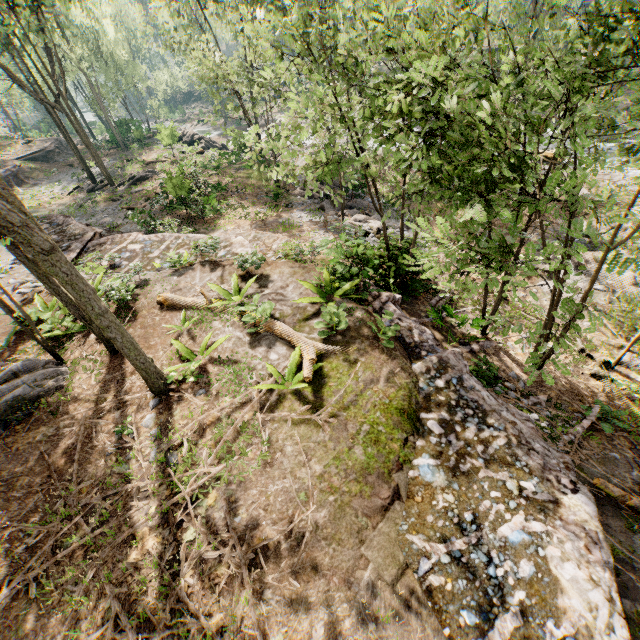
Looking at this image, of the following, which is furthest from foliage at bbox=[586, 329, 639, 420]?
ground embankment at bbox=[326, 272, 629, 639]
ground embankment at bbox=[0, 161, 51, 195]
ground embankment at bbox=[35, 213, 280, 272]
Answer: ground embankment at bbox=[0, 161, 51, 195]

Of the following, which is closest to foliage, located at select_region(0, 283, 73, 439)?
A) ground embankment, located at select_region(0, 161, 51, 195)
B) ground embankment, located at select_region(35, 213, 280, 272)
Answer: ground embankment, located at select_region(35, 213, 280, 272)

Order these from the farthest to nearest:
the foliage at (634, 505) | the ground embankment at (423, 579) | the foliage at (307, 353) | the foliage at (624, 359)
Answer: the foliage at (624, 359)
the foliage at (307, 353)
the foliage at (634, 505)
the ground embankment at (423, 579)

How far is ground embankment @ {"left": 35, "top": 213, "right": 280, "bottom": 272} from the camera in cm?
1249

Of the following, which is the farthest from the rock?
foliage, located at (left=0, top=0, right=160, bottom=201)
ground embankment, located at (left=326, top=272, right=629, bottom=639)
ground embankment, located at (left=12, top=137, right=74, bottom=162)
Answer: ground embankment, located at (left=326, top=272, right=629, bottom=639)

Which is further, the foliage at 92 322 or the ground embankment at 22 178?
the ground embankment at 22 178

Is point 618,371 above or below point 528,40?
below

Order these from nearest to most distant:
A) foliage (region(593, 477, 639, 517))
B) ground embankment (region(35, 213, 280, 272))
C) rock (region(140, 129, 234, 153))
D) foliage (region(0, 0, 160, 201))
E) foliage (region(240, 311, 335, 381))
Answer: foliage (region(593, 477, 639, 517))
foliage (region(240, 311, 335, 381))
ground embankment (region(35, 213, 280, 272))
foliage (region(0, 0, 160, 201))
rock (region(140, 129, 234, 153))
